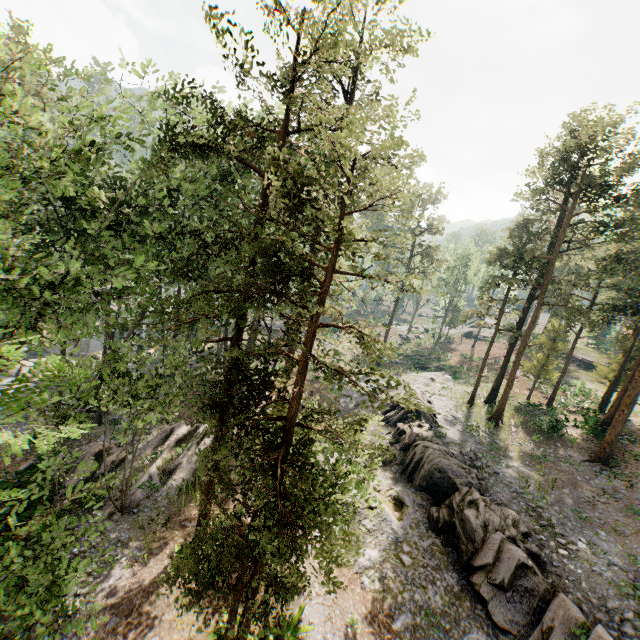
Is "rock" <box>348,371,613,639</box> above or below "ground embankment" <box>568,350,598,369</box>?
below

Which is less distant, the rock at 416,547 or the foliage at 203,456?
the foliage at 203,456

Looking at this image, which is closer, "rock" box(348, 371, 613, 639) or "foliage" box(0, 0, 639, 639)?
"foliage" box(0, 0, 639, 639)

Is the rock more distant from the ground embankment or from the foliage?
the ground embankment

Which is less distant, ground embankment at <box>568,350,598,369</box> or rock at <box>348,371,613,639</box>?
rock at <box>348,371,613,639</box>

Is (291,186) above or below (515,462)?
above

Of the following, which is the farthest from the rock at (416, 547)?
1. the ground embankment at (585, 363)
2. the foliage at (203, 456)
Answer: the ground embankment at (585, 363)

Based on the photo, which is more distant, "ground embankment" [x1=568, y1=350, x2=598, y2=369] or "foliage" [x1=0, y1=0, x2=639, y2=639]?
"ground embankment" [x1=568, y1=350, x2=598, y2=369]
